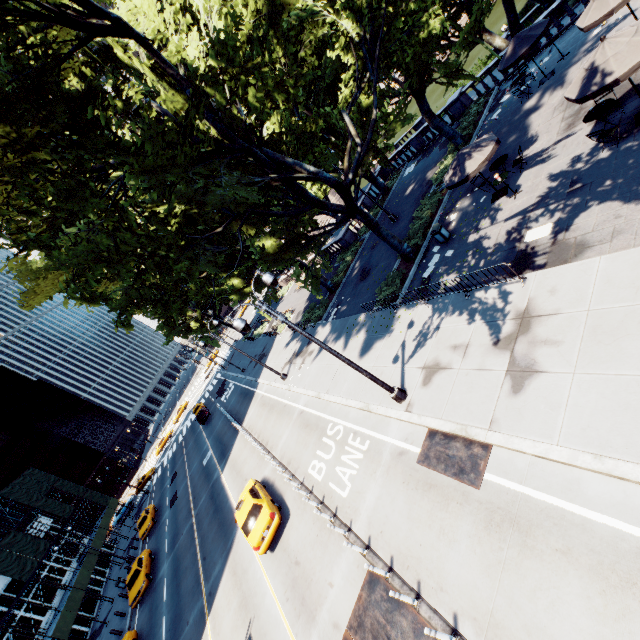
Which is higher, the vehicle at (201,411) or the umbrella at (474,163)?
the umbrella at (474,163)

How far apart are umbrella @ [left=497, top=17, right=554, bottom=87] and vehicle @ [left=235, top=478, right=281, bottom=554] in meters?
25.9 m

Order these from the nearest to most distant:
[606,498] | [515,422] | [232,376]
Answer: [606,498], [515,422], [232,376]

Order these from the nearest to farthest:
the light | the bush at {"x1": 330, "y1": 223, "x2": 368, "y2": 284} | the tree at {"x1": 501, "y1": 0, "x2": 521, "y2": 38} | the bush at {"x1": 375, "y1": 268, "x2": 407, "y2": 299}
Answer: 1. the light
2. the bush at {"x1": 375, "y1": 268, "x2": 407, "y2": 299}
3. the tree at {"x1": 501, "y1": 0, "x2": 521, "y2": 38}
4. the bush at {"x1": 330, "y1": 223, "x2": 368, "y2": 284}

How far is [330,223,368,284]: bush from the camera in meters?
28.6 m

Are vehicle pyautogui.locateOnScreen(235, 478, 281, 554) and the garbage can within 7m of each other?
no

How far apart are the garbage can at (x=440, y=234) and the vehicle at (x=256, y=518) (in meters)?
15.68

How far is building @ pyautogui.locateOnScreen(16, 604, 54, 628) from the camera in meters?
29.3
